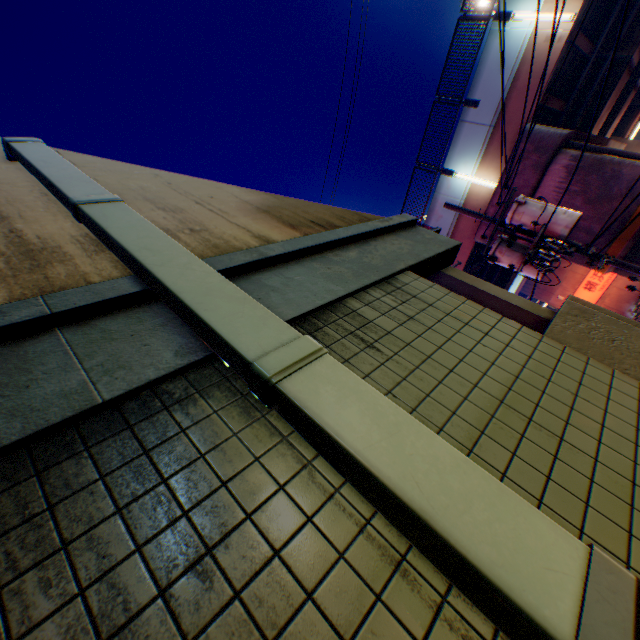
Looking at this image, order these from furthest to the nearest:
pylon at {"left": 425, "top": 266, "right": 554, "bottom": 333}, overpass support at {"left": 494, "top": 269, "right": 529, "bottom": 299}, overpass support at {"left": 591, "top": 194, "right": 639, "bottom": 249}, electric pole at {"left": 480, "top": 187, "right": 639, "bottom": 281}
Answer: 1. overpass support at {"left": 494, "top": 269, "right": 529, "bottom": 299}
2. overpass support at {"left": 591, "top": 194, "right": 639, "bottom": 249}
3. electric pole at {"left": 480, "top": 187, "right": 639, "bottom": 281}
4. pylon at {"left": 425, "top": 266, "right": 554, "bottom": 333}

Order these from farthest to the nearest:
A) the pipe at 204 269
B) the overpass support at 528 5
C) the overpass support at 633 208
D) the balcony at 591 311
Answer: the overpass support at 528 5 < the overpass support at 633 208 < the balcony at 591 311 < the pipe at 204 269

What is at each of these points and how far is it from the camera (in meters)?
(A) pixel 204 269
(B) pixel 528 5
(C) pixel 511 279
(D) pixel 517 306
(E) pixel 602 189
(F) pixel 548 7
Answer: (A) pipe, 1.75
(B) overpass support, 10.50
(C) overpass support, 17.62
(D) pylon, 3.02
(E) overpass support, 10.23
(F) overpass support, 10.23

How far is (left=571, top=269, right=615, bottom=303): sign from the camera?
24.02m

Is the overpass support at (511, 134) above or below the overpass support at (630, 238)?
above

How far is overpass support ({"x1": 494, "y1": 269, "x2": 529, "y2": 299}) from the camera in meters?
16.8
